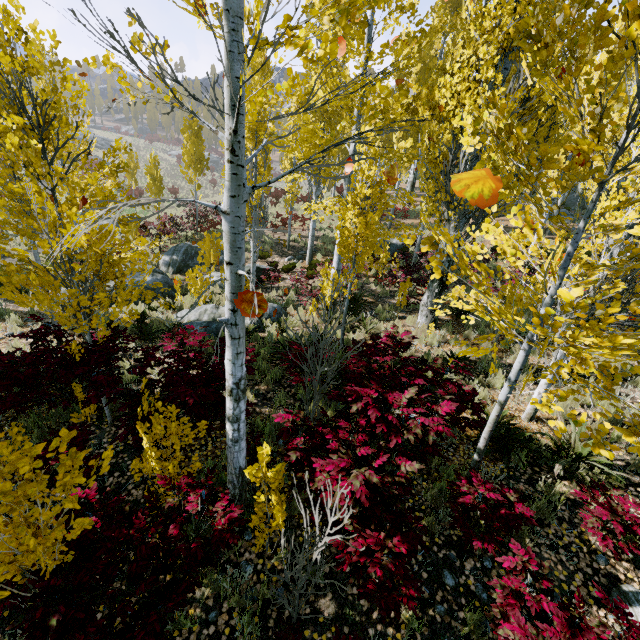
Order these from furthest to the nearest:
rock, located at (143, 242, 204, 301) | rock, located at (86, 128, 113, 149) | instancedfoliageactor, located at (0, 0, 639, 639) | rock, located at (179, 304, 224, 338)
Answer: rock, located at (86, 128, 113, 149)
rock, located at (143, 242, 204, 301)
rock, located at (179, 304, 224, 338)
instancedfoliageactor, located at (0, 0, 639, 639)

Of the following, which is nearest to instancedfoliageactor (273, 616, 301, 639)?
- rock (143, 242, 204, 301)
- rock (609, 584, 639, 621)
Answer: rock (609, 584, 639, 621)

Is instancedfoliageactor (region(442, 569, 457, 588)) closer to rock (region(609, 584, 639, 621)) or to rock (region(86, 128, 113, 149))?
rock (region(609, 584, 639, 621))

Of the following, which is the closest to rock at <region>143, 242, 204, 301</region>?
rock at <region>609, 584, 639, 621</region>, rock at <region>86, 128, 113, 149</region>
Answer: rock at <region>609, 584, 639, 621</region>

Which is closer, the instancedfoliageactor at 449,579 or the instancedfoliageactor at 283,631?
the instancedfoliageactor at 283,631

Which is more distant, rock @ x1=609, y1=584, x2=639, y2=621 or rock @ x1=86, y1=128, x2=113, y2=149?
rock @ x1=86, y1=128, x2=113, y2=149

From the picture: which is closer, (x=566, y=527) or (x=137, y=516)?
(x=137, y=516)

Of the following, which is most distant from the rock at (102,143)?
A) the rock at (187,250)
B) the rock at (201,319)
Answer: the rock at (201,319)
